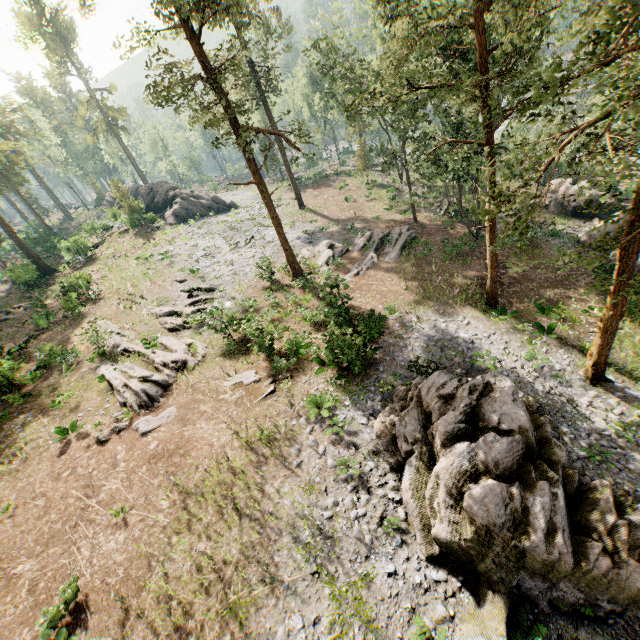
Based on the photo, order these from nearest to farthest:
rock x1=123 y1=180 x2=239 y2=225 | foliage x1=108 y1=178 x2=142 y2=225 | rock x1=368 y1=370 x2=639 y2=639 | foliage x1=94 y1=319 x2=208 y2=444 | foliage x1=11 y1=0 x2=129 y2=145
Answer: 1. rock x1=368 y1=370 x2=639 y2=639
2. foliage x1=94 y1=319 x2=208 y2=444
3. foliage x1=108 y1=178 x2=142 y2=225
4. rock x1=123 y1=180 x2=239 y2=225
5. foliage x1=11 y1=0 x2=129 y2=145

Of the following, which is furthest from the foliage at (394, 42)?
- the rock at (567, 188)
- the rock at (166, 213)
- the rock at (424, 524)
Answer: the rock at (424, 524)

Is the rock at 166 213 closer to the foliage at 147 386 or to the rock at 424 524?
the foliage at 147 386

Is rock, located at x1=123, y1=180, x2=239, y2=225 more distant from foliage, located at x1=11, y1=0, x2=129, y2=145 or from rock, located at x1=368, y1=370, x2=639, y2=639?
rock, located at x1=368, y1=370, x2=639, y2=639

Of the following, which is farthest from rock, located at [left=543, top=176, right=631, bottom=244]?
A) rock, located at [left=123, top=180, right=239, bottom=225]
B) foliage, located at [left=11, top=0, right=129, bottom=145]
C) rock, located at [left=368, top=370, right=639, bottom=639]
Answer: rock, located at [left=123, top=180, right=239, bottom=225]

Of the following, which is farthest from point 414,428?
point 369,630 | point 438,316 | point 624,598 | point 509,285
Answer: point 509,285

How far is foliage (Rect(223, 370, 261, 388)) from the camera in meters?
17.3
